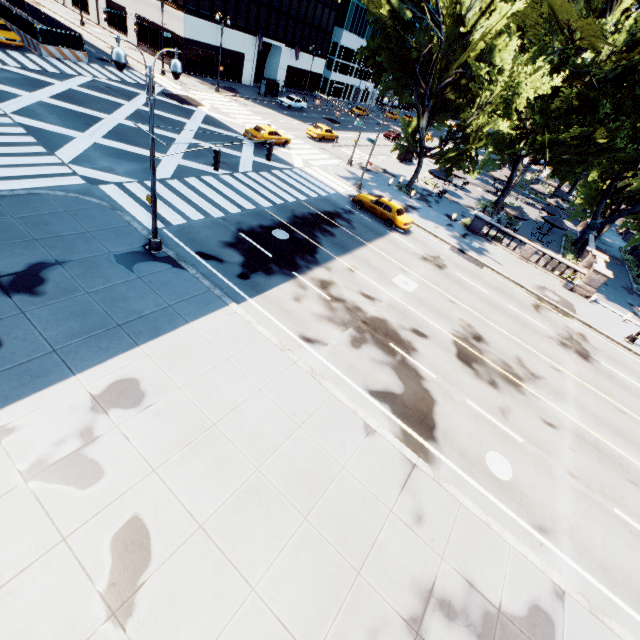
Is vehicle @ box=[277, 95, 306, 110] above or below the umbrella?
below

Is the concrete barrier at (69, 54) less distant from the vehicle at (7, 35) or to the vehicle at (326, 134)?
the vehicle at (7, 35)

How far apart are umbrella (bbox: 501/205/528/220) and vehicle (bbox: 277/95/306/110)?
33.5m

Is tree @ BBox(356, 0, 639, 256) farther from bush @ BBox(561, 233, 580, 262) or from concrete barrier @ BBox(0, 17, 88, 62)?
concrete barrier @ BBox(0, 17, 88, 62)

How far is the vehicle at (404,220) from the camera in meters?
25.0 m

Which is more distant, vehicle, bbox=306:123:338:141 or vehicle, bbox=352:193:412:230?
vehicle, bbox=306:123:338:141

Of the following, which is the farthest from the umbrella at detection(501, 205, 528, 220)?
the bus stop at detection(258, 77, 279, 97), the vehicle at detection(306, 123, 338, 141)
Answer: the bus stop at detection(258, 77, 279, 97)

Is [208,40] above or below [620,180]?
below
